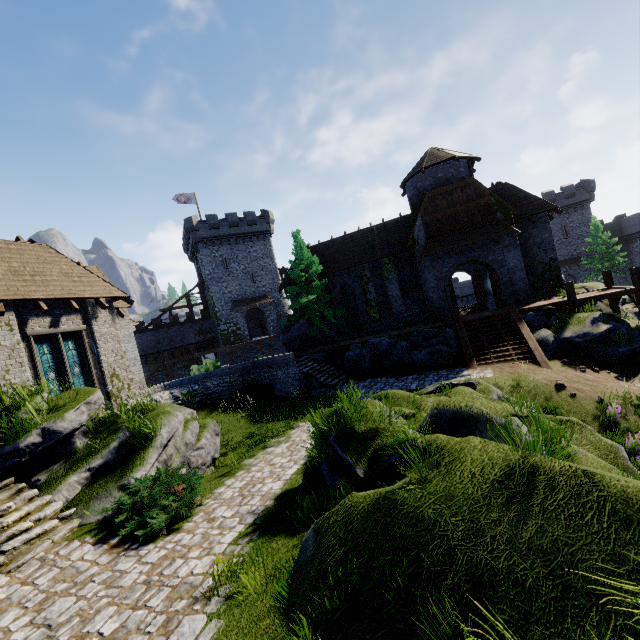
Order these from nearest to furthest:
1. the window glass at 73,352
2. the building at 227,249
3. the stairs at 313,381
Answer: the window glass at 73,352
the stairs at 313,381
the building at 227,249

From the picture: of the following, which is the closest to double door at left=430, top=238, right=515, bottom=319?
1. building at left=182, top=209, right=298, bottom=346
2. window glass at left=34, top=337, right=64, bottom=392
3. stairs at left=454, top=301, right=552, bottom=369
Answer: stairs at left=454, top=301, right=552, bottom=369

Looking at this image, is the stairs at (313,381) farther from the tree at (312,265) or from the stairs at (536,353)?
the stairs at (536,353)

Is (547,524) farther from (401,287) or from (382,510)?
(401,287)

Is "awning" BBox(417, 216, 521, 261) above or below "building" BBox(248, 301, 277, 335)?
above

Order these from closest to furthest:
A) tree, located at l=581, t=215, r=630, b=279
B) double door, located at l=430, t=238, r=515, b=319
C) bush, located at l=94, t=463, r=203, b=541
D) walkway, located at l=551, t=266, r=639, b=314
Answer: bush, located at l=94, t=463, r=203, b=541 → walkway, located at l=551, t=266, r=639, b=314 → double door, located at l=430, t=238, r=515, b=319 → tree, located at l=581, t=215, r=630, b=279

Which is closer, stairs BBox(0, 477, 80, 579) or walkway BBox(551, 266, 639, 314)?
stairs BBox(0, 477, 80, 579)

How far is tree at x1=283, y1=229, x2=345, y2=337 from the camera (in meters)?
25.09
